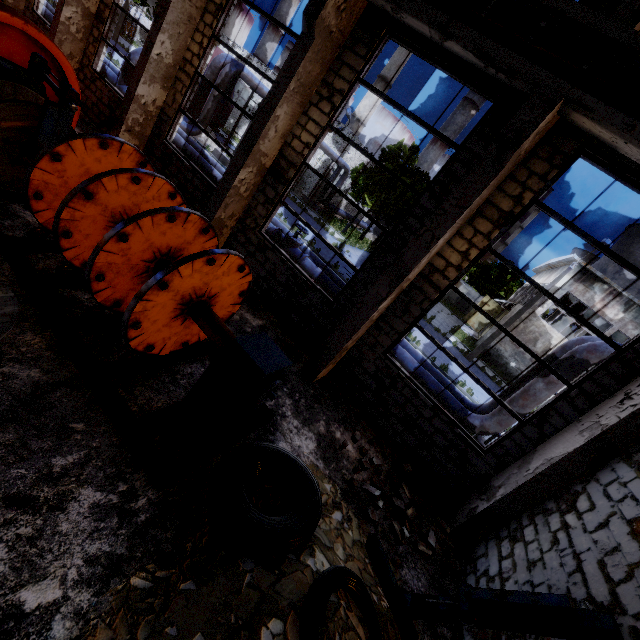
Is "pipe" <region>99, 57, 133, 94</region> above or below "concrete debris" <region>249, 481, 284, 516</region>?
above

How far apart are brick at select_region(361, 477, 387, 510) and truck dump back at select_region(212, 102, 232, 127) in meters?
27.3 m

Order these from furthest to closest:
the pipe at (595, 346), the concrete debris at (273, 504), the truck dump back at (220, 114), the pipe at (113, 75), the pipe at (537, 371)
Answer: the truck dump back at (220, 114)
the pipe at (113, 75)
the pipe at (537, 371)
the pipe at (595, 346)
the concrete debris at (273, 504)

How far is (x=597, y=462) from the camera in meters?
5.1 m

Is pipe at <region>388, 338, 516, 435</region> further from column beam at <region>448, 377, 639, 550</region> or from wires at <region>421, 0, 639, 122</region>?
wires at <region>421, 0, 639, 122</region>

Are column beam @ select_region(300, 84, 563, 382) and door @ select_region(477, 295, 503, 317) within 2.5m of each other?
no

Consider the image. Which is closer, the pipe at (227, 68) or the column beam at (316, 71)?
the column beam at (316, 71)

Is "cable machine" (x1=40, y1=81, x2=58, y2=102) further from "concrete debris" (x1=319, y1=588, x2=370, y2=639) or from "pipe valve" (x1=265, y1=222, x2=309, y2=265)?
"concrete debris" (x1=319, y1=588, x2=370, y2=639)
